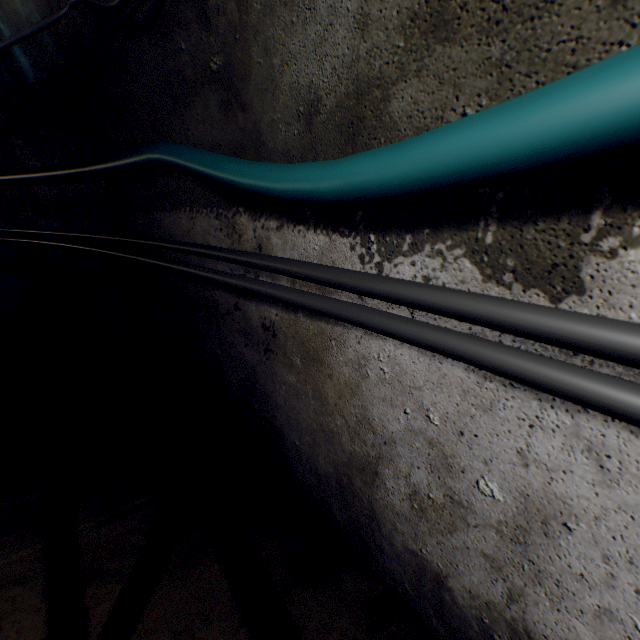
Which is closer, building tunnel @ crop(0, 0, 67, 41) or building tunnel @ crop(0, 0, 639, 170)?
building tunnel @ crop(0, 0, 639, 170)

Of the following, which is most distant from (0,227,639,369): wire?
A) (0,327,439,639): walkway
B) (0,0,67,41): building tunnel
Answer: (0,327,439,639): walkway

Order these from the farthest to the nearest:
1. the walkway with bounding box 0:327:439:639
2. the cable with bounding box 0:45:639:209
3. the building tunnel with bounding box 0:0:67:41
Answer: the building tunnel with bounding box 0:0:67:41, the walkway with bounding box 0:327:439:639, the cable with bounding box 0:45:639:209

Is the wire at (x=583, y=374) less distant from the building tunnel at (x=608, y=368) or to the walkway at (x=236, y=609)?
the building tunnel at (x=608, y=368)

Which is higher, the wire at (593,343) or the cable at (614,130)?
the cable at (614,130)

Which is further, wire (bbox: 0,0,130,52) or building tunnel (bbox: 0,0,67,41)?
building tunnel (bbox: 0,0,67,41)

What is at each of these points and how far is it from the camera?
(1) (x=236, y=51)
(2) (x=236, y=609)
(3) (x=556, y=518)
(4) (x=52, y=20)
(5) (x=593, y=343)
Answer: (1) building tunnel, 1.2m
(2) walkway, 1.1m
(3) building tunnel, 0.7m
(4) wire, 1.9m
(5) wire, 0.5m

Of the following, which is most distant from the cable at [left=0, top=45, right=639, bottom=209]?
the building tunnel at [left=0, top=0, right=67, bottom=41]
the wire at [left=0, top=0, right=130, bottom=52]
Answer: the wire at [left=0, top=0, right=130, bottom=52]
